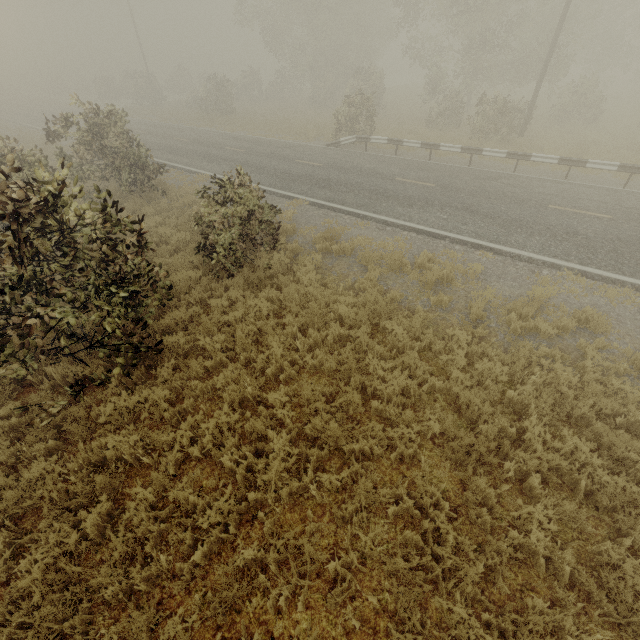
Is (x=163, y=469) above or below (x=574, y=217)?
below

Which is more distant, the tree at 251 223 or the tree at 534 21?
the tree at 251 223

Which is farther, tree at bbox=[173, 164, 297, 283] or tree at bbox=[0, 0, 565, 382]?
tree at bbox=[173, 164, 297, 283]

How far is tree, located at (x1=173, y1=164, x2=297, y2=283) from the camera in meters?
8.1 m

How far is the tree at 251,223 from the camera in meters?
8.1
